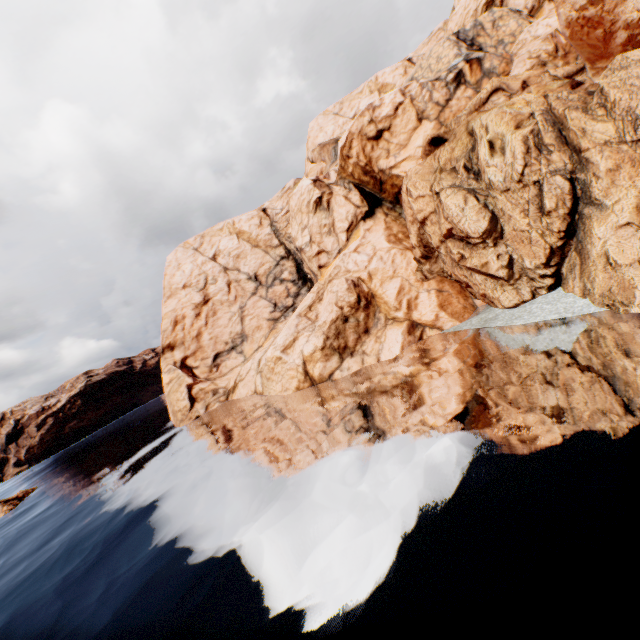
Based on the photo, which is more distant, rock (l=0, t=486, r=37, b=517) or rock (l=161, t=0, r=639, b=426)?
rock (l=0, t=486, r=37, b=517)

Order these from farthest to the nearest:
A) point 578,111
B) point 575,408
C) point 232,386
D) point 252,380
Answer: point 232,386
point 252,380
point 578,111
point 575,408

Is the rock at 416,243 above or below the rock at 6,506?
above

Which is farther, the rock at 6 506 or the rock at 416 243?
the rock at 6 506

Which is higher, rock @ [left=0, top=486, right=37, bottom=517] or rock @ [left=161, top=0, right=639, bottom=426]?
rock @ [left=161, top=0, right=639, bottom=426]
